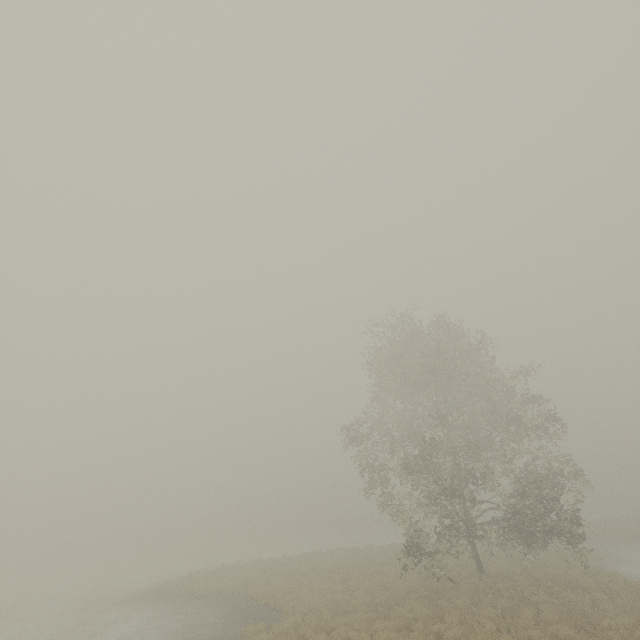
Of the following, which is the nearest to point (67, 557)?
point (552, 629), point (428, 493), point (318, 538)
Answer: point (318, 538)
